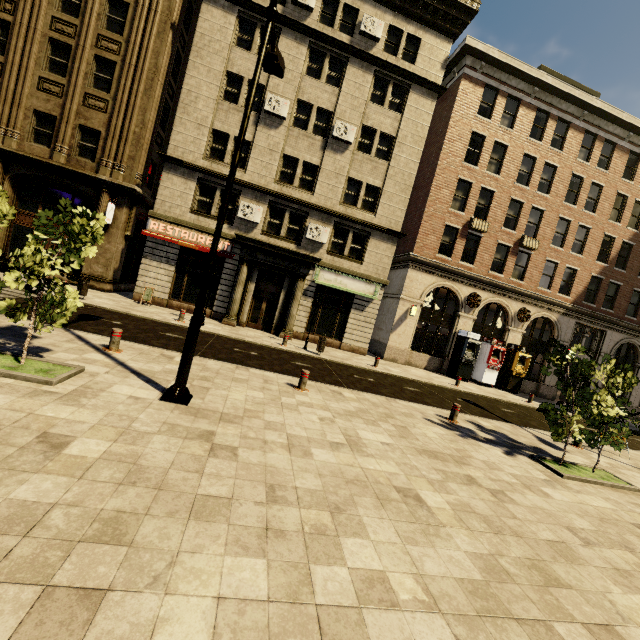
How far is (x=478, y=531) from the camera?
4.5 meters

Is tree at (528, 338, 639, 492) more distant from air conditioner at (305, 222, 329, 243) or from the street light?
air conditioner at (305, 222, 329, 243)

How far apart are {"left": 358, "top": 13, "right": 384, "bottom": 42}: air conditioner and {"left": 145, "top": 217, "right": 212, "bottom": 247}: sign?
13.92m

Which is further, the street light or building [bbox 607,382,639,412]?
building [bbox 607,382,639,412]

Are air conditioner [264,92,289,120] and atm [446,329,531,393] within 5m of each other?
no

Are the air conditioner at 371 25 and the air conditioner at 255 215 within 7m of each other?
no

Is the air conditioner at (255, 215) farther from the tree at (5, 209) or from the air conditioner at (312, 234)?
the tree at (5, 209)

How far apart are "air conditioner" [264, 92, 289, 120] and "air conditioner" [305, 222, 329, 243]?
5.72m
